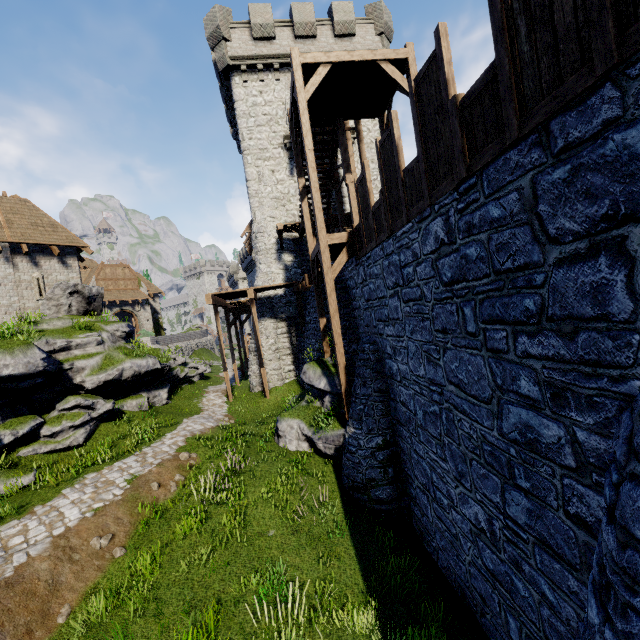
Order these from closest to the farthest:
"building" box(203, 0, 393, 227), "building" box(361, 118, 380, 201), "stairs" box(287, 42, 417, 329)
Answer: "stairs" box(287, 42, 417, 329) < "building" box(203, 0, 393, 227) < "building" box(361, 118, 380, 201)

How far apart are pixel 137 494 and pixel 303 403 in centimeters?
631cm

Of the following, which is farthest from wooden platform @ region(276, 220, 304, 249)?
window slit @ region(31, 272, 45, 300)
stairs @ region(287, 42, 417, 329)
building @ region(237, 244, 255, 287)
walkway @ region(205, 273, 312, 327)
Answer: building @ region(237, 244, 255, 287)

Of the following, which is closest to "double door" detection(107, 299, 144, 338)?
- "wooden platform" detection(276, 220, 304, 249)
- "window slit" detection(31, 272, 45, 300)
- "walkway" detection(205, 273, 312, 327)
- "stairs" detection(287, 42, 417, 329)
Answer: "walkway" detection(205, 273, 312, 327)

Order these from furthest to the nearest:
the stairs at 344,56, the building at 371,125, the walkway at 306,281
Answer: the building at 371,125, the walkway at 306,281, the stairs at 344,56

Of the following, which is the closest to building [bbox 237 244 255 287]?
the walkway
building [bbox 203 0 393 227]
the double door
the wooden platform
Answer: the walkway

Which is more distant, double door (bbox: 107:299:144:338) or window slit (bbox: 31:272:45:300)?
double door (bbox: 107:299:144:338)

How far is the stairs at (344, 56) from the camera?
10.30m
